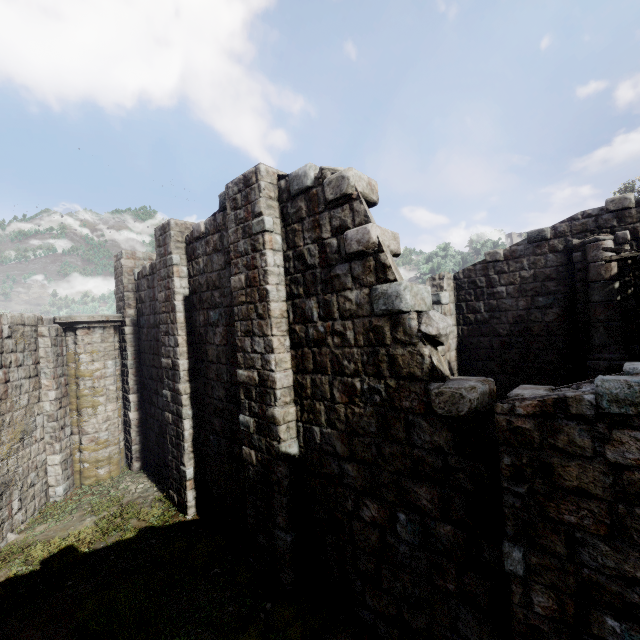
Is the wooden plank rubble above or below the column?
above

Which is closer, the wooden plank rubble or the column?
the wooden plank rubble

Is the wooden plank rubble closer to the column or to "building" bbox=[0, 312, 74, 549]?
"building" bbox=[0, 312, 74, 549]

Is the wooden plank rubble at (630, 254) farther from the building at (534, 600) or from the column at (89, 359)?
the column at (89, 359)

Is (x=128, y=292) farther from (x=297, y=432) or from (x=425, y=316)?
(x=425, y=316)

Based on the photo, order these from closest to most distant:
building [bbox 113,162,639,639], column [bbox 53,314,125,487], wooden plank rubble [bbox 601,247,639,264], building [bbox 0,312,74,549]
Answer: building [bbox 113,162,639,639]
wooden plank rubble [bbox 601,247,639,264]
building [bbox 0,312,74,549]
column [bbox 53,314,125,487]

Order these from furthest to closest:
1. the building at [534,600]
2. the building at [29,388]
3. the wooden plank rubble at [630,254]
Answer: the building at [29,388]
the wooden plank rubble at [630,254]
the building at [534,600]

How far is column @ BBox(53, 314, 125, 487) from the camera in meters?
11.6 m
